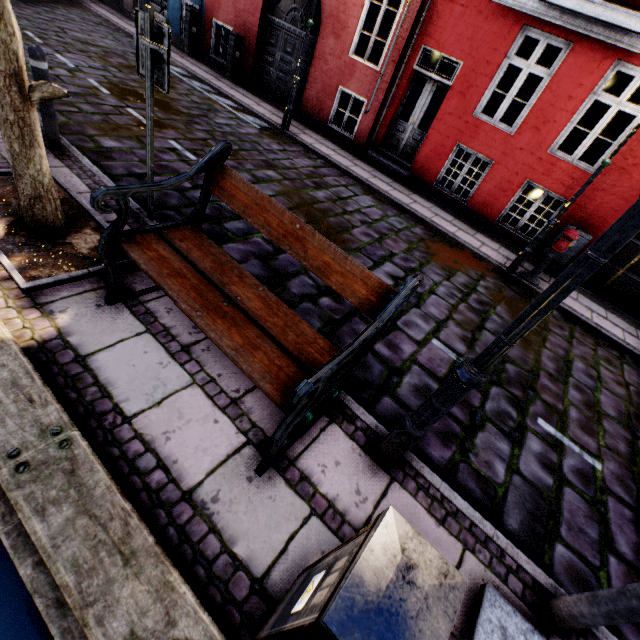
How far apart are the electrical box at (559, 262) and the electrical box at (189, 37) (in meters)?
13.95

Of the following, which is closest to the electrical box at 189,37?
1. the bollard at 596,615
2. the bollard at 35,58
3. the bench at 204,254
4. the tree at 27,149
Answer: the tree at 27,149

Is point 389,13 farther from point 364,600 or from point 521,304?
point 364,600

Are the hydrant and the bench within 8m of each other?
yes

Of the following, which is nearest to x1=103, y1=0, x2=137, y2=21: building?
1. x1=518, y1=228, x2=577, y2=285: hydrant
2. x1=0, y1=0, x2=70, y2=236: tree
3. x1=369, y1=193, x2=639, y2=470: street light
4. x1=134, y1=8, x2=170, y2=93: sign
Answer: x1=369, y1=193, x2=639, y2=470: street light

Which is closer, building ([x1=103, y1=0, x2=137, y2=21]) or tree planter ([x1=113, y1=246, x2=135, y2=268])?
tree planter ([x1=113, y1=246, x2=135, y2=268])

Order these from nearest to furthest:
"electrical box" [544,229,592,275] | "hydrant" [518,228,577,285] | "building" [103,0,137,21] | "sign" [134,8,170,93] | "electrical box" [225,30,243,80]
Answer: "sign" [134,8,170,93]
"hydrant" [518,228,577,285]
"electrical box" [544,229,592,275]
"electrical box" [225,30,243,80]
"building" [103,0,137,21]

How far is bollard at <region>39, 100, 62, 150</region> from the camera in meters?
4.0 m
